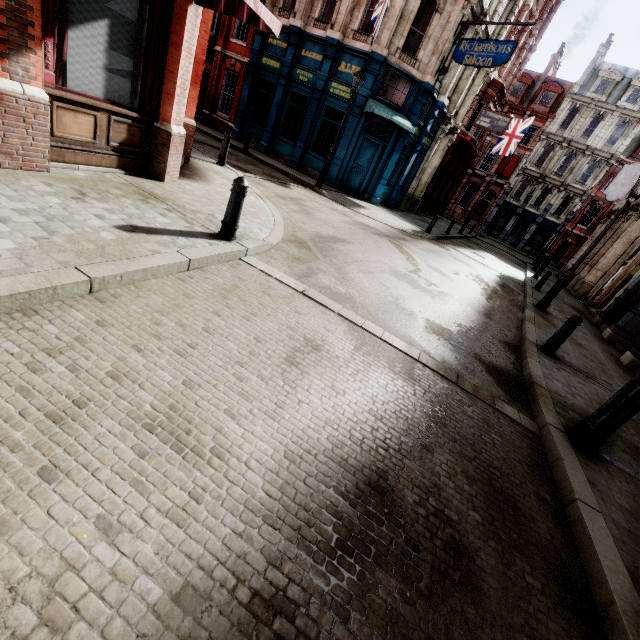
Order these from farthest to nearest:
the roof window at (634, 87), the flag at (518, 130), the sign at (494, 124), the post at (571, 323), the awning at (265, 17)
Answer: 1. the roof window at (634, 87)
2. the flag at (518, 130)
3. the sign at (494, 124)
4. the post at (571, 323)
5. the awning at (265, 17)

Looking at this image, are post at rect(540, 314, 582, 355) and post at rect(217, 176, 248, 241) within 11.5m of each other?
yes

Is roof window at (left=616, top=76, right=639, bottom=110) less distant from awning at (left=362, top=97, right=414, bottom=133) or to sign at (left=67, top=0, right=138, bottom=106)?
awning at (left=362, top=97, right=414, bottom=133)

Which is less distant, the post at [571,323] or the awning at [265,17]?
the awning at [265,17]

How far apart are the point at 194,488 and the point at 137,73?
6.8m

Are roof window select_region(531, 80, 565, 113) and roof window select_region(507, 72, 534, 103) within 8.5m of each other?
yes

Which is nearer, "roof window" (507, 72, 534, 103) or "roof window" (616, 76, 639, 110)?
"roof window" (616, 76, 639, 110)

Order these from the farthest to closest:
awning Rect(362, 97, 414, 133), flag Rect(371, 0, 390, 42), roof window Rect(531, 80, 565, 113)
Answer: roof window Rect(531, 80, 565, 113)
awning Rect(362, 97, 414, 133)
flag Rect(371, 0, 390, 42)
